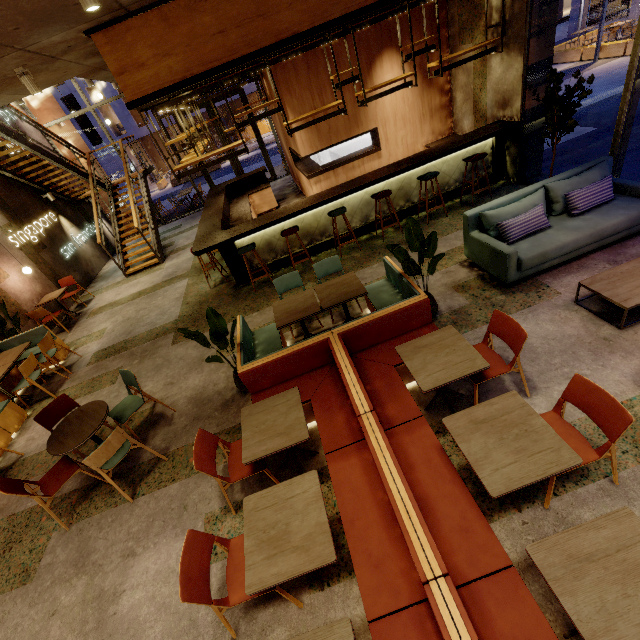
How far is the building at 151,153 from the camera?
24.92m

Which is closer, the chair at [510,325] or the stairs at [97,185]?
the chair at [510,325]

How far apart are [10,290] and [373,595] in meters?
10.3 m

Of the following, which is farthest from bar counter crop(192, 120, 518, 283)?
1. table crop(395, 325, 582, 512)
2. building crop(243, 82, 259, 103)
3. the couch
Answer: building crop(243, 82, 259, 103)

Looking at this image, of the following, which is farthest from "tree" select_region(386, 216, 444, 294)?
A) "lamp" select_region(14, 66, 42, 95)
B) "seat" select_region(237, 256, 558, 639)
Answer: "lamp" select_region(14, 66, 42, 95)

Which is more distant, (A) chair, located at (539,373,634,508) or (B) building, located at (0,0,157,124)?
(B) building, located at (0,0,157,124)

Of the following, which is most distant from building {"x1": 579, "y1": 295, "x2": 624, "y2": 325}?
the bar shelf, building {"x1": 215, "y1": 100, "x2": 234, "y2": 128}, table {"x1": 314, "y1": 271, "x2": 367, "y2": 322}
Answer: building {"x1": 215, "y1": 100, "x2": 234, "y2": 128}

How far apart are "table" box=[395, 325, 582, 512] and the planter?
18.4 meters
